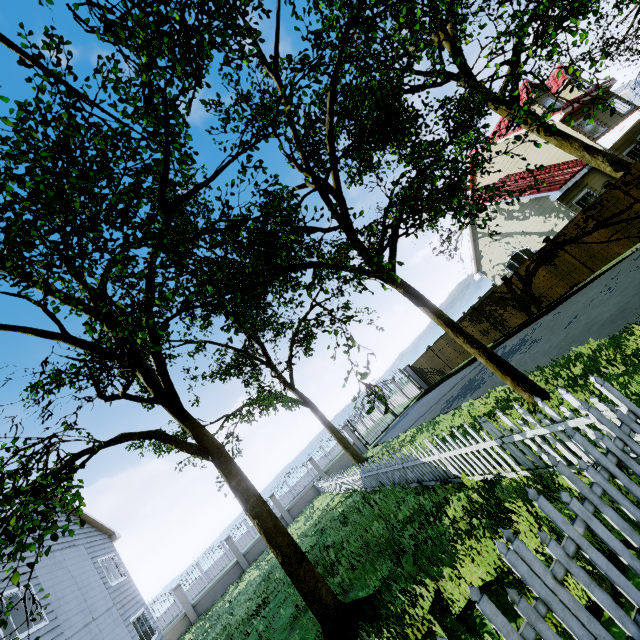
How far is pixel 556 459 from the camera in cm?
273

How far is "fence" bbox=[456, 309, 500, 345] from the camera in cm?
1870

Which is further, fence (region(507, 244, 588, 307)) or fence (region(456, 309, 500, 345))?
fence (region(456, 309, 500, 345))

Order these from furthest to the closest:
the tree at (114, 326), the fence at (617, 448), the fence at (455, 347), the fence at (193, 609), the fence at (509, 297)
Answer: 1. the fence at (455, 347)
2. the fence at (193, 609)
3. the fence at (509, 297)
4. the tree at (114, 326)
5. the fence at (617, 448)

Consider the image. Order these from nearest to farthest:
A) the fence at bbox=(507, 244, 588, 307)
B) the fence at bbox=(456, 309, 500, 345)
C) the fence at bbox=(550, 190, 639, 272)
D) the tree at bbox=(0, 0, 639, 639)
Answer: the tree at bbox=(0, 0, 639, 639), the fence at bbox=(550, 190, 639, 272), the fence at bbox=(507, 244, 588, 307), the fence at bbox=(456, 309, 500, 345)

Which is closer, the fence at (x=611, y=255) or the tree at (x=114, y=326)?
the tree at (x=114, y=326)
